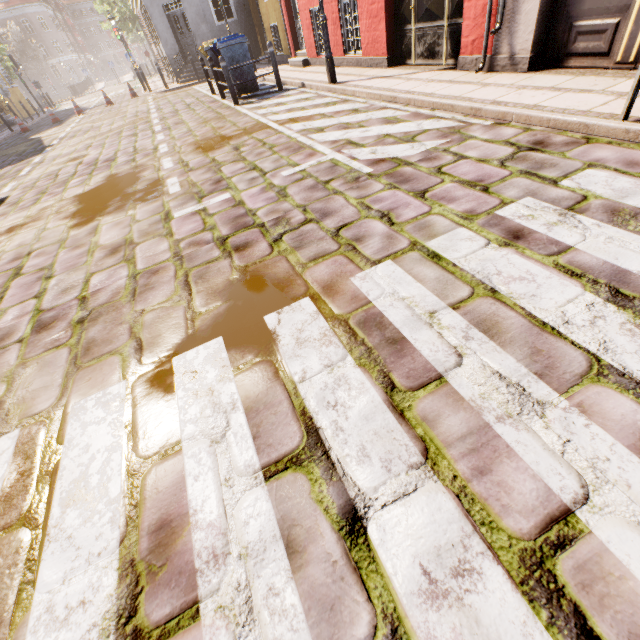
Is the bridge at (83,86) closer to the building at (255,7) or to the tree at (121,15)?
the tree at (121,15)

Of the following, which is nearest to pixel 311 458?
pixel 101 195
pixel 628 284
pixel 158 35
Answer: pixel 628 284

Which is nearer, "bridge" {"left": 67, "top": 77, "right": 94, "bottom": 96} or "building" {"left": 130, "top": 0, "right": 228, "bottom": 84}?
"building" {"left": 130, "top": 0, "right": 228, "bottom": 84}

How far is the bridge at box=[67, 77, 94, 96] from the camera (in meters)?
35.88

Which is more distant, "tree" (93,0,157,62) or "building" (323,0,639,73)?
"tree" (93,0,157,62)

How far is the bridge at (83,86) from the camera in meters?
35.9 m

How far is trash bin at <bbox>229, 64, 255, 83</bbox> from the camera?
9.3 meters

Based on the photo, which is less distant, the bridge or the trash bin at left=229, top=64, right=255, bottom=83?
the trash bin at left=229, top=64, right=255, bottom=83
